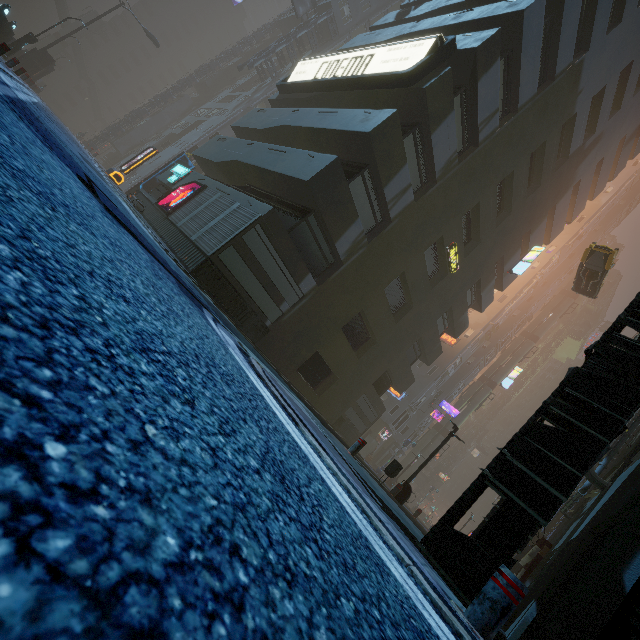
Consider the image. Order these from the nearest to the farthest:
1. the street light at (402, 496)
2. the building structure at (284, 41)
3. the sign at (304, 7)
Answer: the street light at (402, 496)
the building structure at (284, 41)
the sign at (304, 7)

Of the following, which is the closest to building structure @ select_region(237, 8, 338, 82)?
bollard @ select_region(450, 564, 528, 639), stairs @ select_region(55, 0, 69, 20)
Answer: bollard @ select_region(450, 564, 528, 639)

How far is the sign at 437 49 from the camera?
12.55m

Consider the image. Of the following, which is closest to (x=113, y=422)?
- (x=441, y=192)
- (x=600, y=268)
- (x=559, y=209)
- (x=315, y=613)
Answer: (x=315, y=613)

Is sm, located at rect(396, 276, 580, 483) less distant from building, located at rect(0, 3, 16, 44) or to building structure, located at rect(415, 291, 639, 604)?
building, located at rect(0, 3, 16, 44)

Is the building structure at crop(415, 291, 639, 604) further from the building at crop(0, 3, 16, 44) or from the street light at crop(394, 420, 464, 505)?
the street light at crop(394, 420, 464, 505)

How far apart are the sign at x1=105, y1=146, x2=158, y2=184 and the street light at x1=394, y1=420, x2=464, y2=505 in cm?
2299

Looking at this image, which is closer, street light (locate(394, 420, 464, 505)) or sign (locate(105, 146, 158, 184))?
street light (locate(394, 420, 464, 505))
